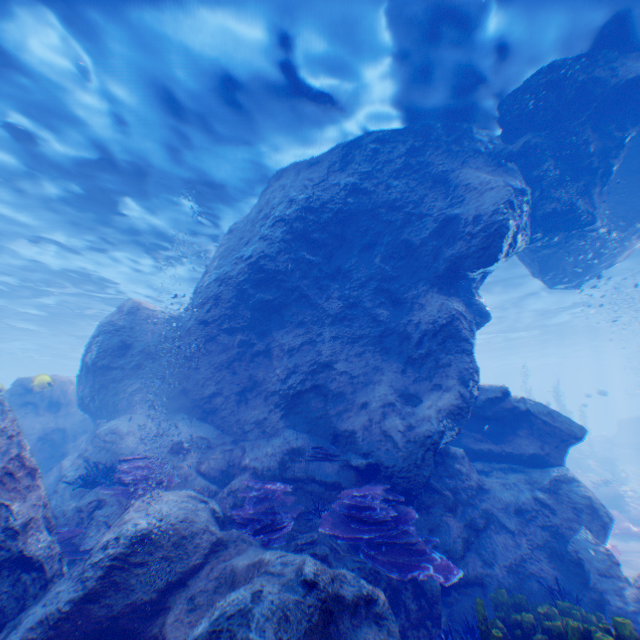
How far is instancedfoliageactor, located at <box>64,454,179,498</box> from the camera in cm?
650

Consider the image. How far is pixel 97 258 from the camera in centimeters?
1639cm

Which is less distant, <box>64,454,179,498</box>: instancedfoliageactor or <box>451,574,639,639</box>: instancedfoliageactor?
<box>451,574,639,639</box>: instancedfoliageactor

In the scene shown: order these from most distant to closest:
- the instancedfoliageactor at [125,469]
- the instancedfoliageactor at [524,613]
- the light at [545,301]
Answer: the light at [545,301], the instancedfoliageactor at [125,469], the instancedfoliageactor at [524,613]

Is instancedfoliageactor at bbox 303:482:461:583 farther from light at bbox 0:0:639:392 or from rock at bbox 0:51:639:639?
light at bbox 0:0:639:392

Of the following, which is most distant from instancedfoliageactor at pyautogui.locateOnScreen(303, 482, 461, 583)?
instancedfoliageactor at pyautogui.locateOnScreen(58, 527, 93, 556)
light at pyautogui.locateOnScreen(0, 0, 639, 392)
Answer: light at pyautogui.locateOnScreen(0, 0, 639, 392)

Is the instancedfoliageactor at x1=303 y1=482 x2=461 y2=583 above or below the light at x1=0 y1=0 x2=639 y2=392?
below

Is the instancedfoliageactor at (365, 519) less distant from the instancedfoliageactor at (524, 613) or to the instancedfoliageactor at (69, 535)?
the instancedfoliageactor at (524, 613)
